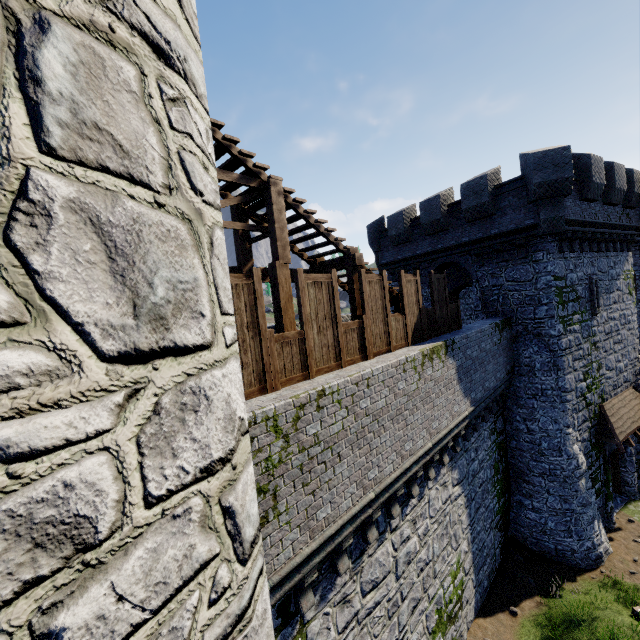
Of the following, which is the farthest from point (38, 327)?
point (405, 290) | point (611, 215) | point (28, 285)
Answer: point (611, 215)

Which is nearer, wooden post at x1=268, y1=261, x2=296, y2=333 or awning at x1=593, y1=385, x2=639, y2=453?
wooden post at x1=268, y1=261, x2=296, y2=333

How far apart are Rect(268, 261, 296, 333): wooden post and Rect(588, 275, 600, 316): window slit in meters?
15.4

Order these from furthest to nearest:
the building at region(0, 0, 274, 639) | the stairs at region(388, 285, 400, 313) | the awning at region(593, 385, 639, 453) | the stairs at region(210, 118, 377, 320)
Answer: the awning at region(593, 385, 639, 453), the stairs at region(388, 285, 400, 313), the stairs at region(210, 118, 377, 320), the building at region(0, 0, 274, 639)

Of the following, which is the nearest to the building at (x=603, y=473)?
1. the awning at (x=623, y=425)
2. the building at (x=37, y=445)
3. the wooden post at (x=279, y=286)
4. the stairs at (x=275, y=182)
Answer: the awning at (x=623, y=425)

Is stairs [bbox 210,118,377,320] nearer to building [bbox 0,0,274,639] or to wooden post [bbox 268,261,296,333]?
wooden post [bbox 268,261,296,333]

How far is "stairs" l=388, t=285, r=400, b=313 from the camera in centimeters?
993cm

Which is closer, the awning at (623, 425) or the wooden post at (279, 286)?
the wooden post at (279, 286)
